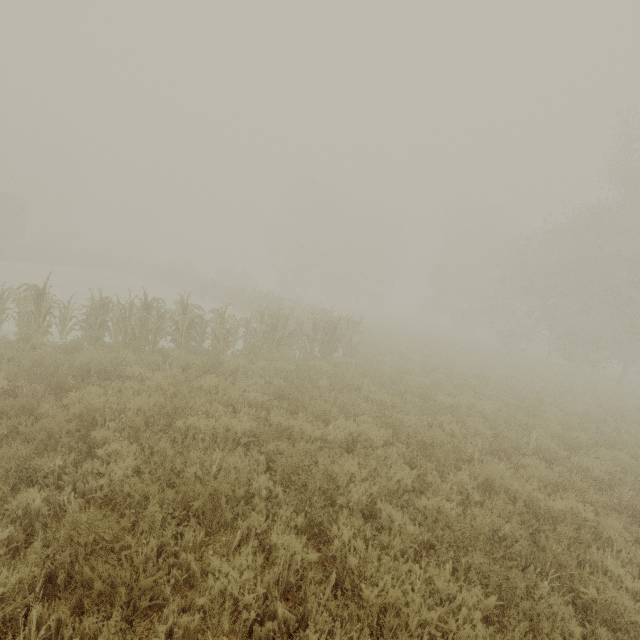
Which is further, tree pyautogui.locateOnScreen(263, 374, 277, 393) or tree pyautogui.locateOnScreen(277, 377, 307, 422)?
tree pyautogui.locateOnScreen(263, 374, 277, 393)

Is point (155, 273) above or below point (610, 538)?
above

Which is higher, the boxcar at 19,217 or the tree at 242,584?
the boxcar at 19,217

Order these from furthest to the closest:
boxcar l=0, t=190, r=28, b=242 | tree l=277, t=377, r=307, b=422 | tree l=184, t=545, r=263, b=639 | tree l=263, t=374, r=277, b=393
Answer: boxcar l=0, t=190, r=28, b=242
tree l=263, t=374, r=277, b=393
tree l=277, t=377, r=307, b=422
tree l=184, t=545, r=263, b=639

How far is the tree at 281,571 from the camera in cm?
300

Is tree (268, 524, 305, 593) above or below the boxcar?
below
